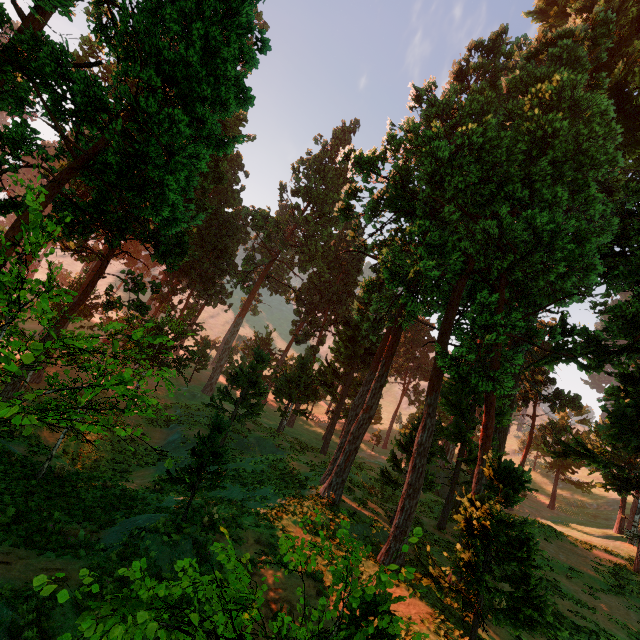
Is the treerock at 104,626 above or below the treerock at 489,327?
below

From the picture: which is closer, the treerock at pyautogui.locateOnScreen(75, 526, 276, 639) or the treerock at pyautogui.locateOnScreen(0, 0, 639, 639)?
the treerock at pyautogui.locateOnScreen(75, 526, 276, 639)

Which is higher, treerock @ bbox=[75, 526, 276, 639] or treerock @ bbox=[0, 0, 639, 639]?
treerock @ bbox=[0, 0, 639, 639]

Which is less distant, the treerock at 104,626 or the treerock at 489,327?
the treerock at 104,626

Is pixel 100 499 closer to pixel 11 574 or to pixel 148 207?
pixel 11 574
